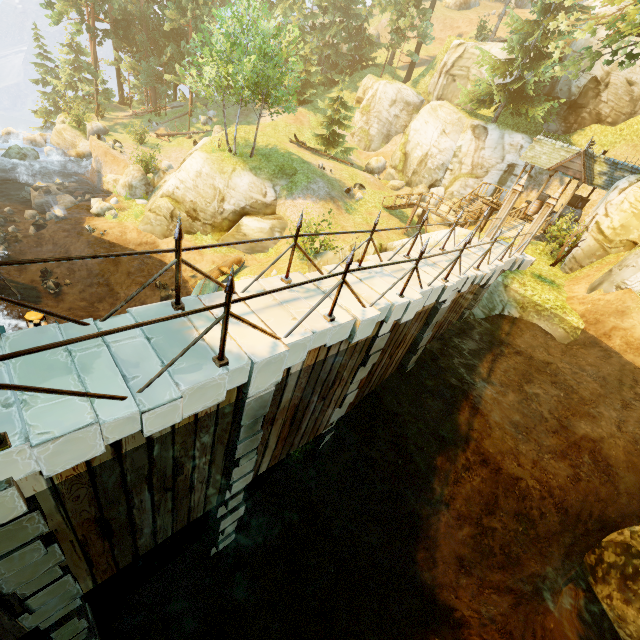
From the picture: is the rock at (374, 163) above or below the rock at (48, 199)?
above

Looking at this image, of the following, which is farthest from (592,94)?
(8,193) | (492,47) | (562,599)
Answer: (8,193)

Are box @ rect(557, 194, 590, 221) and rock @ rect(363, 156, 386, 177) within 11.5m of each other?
no

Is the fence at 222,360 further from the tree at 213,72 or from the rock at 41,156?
the rock at 41,156

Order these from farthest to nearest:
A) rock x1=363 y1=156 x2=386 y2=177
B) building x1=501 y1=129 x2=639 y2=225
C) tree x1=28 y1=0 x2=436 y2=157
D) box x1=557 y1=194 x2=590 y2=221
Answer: rock x1=363 y1=156 x2=386 y2=177, box x1=557 y1=194 x2=590 y2=221, tree x1=28 y1=0 x2=436 y2=157, building x1=501 y1=129 x2=639 y2=225

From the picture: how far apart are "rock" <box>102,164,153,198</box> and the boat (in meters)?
10.56

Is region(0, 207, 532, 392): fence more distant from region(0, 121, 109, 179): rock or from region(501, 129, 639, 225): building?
region(0, 121, 109, 179): rock

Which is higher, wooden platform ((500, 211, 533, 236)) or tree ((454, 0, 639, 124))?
tree ((454, 0, 639, 124))
